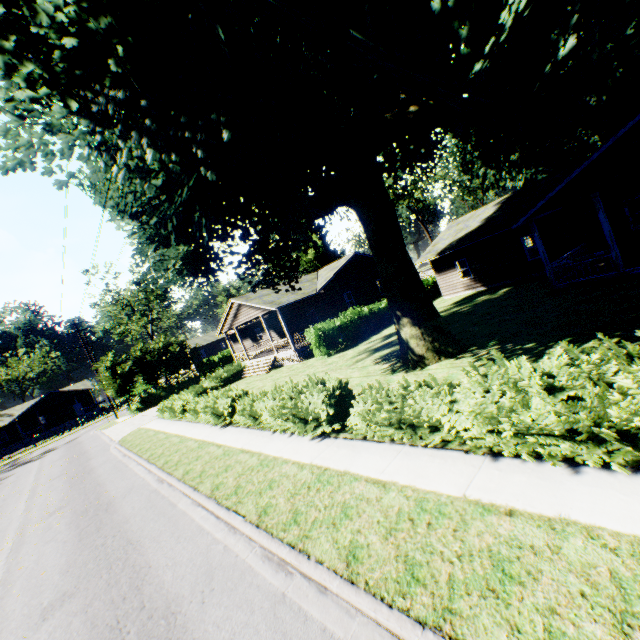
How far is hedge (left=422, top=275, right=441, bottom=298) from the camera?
29.3 meters

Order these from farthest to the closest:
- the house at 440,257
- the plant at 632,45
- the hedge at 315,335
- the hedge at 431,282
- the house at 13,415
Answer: the house at 13,415
the hedge at 431,282
the hedge at 315,335
the house at 440,257
the plant at 632,45

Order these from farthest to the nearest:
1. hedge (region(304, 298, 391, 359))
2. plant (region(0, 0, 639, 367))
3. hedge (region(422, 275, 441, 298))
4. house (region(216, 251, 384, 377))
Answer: hedge (region(422, 275, 441, 298)) < house (region(216, 251, 384, 377)) < hedge (region(304, 298, 391, 359)) < plant (region(0, 0, 639, 367))

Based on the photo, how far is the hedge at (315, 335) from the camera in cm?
2171

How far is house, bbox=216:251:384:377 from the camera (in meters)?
25.20

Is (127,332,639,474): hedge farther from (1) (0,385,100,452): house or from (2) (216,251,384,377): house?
(1) (0,385,100,452): house

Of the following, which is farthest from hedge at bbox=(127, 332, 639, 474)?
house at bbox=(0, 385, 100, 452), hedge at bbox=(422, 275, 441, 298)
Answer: house at bbox=(0, 385, 100, 452)

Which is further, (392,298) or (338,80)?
(392,298)
